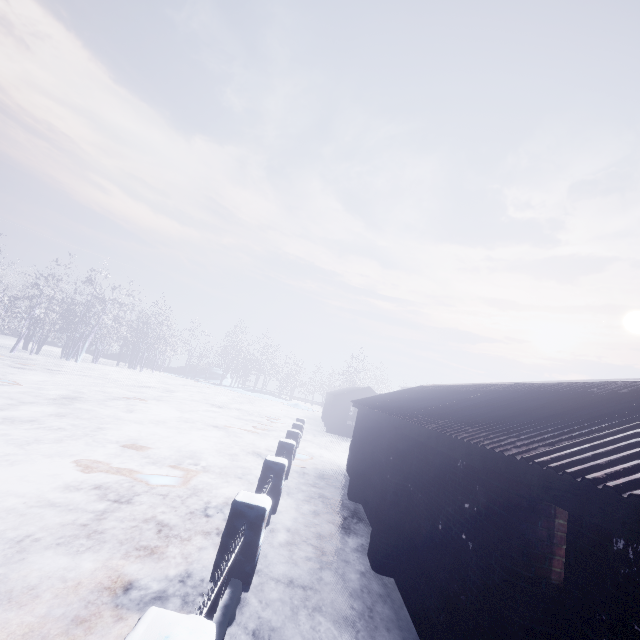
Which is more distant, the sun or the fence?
the sun

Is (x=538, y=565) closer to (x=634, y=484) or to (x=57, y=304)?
(x=634, y=484)

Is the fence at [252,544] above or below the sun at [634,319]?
below

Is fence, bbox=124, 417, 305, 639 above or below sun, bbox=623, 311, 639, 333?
below

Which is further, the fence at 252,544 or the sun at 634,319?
the sun at 634,319
